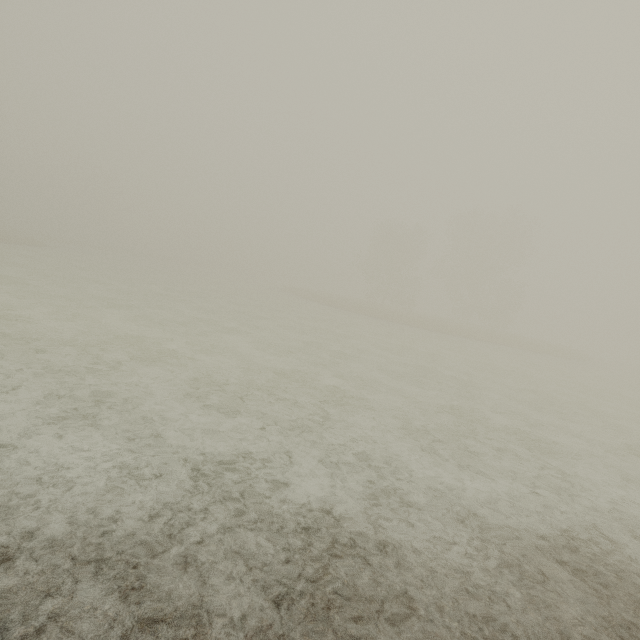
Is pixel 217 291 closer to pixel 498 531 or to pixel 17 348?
pixel 17 348
